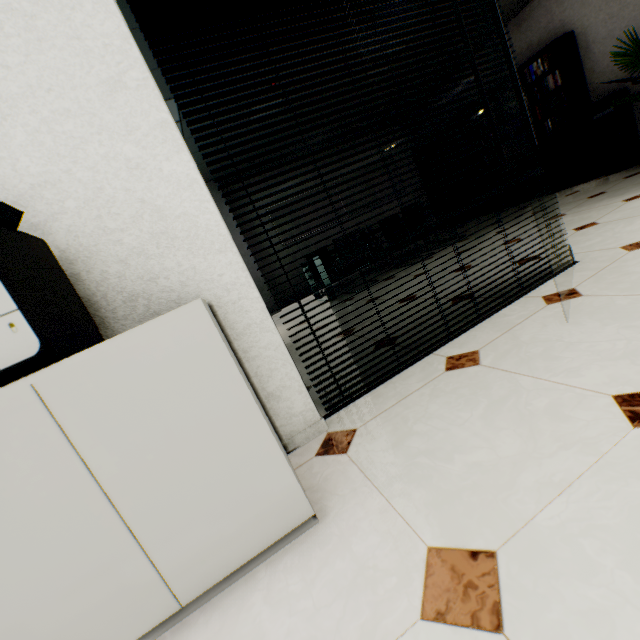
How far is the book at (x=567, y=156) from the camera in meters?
5.0

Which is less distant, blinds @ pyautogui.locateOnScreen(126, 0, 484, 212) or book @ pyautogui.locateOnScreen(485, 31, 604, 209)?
blinds @ pyautogui.locateOnScreen(126, 0, 484, 212)

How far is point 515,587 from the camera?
0.65m

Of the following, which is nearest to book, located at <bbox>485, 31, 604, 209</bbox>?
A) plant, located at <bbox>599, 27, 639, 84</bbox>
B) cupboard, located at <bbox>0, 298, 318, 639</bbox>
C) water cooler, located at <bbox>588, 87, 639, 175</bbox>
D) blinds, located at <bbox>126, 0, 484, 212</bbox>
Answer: water cooler, located at <bbox>588, 87, 639, 175</bbox>

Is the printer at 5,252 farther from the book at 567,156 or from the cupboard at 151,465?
the book at 567,156

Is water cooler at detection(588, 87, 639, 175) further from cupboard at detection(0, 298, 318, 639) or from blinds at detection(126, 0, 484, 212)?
cupboard at detection(0, 298, 318, 639)

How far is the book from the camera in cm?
499

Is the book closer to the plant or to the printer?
the plant
